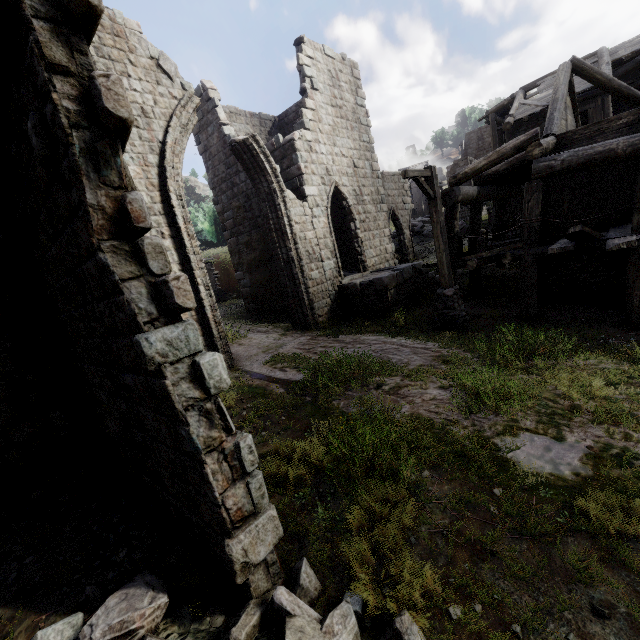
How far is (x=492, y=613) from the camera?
2.8 meters

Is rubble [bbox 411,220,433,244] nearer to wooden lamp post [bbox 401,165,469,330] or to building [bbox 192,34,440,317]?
building [bbox 192,34,440,317]

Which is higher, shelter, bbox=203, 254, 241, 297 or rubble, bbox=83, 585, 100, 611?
shelter, bbox=203, 254, 241, 297

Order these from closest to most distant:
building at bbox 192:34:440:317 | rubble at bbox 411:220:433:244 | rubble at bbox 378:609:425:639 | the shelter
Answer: rubble at bbox 378:609:425:639 → building at bbox 192:34:440:317 → the shelter → rubble at bbox 411:220:433:244

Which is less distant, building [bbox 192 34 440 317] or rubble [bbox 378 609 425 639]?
rubble [bbox 378 609 425 639]

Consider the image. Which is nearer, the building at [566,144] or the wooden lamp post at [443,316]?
the building at [566,144]

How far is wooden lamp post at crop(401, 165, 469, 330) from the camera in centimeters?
888cm

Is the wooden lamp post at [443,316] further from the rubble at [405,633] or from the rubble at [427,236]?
the rubble at [427,236]
